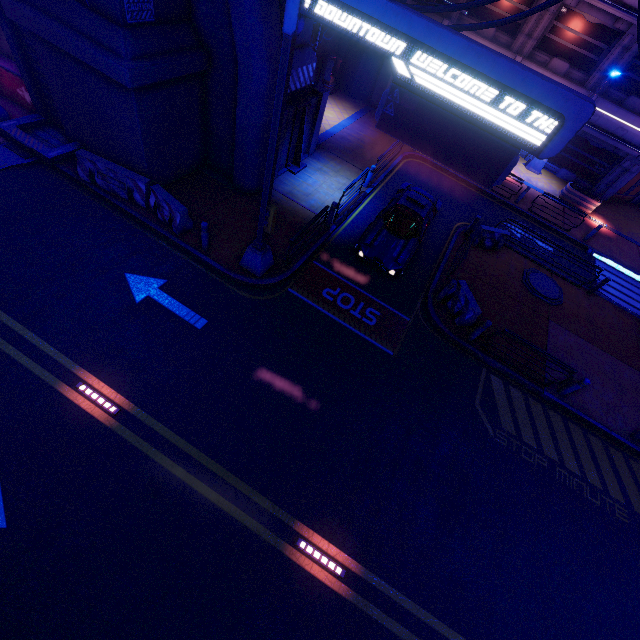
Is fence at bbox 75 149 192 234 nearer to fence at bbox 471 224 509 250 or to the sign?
the sign

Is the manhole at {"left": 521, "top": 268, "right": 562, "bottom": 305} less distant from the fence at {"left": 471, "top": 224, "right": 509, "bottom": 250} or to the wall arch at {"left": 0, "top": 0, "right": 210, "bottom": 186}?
the fence at {"left": 471, "top": 224, "right": 509, "bottom": 250}

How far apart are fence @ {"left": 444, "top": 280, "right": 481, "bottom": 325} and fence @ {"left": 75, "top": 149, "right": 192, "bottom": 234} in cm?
1113

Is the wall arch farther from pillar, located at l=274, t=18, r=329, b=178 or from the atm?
the atm

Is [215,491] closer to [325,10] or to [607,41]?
[325,10]

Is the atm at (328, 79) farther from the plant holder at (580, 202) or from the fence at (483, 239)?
the plant holder at (580, 202)

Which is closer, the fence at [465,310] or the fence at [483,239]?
the fence at [465,310]

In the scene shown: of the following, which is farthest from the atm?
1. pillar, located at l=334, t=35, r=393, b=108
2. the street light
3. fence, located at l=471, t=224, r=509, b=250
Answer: the street light
